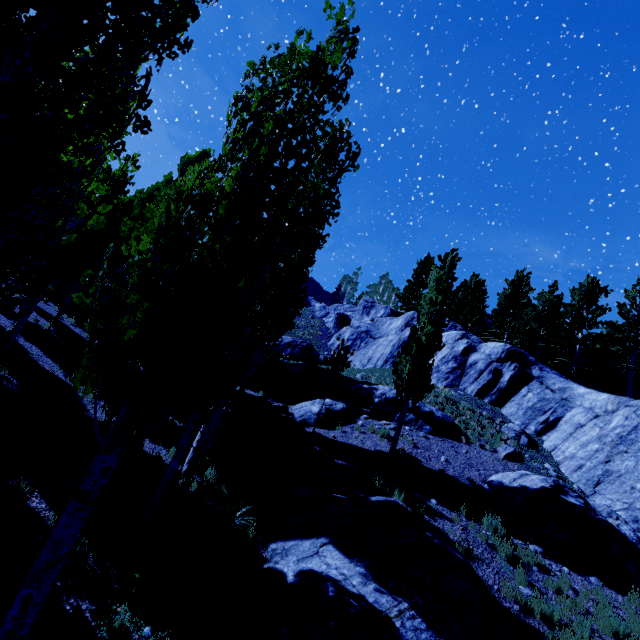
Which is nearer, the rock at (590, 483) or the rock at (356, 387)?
the rock at (590, 483)

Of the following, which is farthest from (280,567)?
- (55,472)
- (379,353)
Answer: (379,353)

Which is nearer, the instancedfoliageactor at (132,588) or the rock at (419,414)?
the instancedfoliageactor at (132,588)

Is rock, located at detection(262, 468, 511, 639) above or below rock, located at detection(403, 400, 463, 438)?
below

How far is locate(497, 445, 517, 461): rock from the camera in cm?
1419

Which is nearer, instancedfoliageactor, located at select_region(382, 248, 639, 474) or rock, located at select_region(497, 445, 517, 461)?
instancedfoliageactor, located at select_region(382, 248, 639, 474)

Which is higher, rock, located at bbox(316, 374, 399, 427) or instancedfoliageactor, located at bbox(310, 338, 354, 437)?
instancedfoliageactor, located at bbox(310, 338, 354, 437)

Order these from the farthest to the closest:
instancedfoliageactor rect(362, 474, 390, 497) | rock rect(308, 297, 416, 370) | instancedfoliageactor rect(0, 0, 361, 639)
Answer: rock rect(308, 297, 416, 370) < instancedfoliageactor rect(362, 474, 390, 497) < instancedfoliageactor rect(0, 0, 361, 639)
